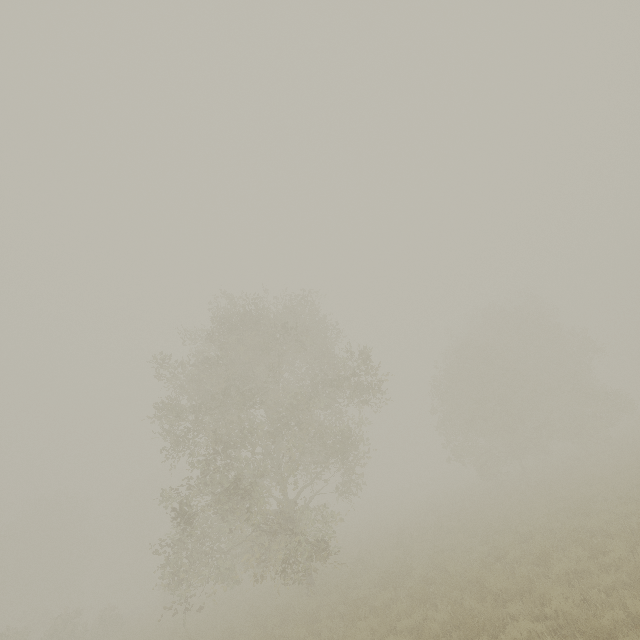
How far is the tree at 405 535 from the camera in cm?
1806

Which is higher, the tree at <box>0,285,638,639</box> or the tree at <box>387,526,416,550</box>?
the tree at <box>0,285,638,639</box>

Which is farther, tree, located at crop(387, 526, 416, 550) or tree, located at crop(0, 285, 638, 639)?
tree, located at crop(387, 526, 416, 550)

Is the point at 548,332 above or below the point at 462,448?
above
